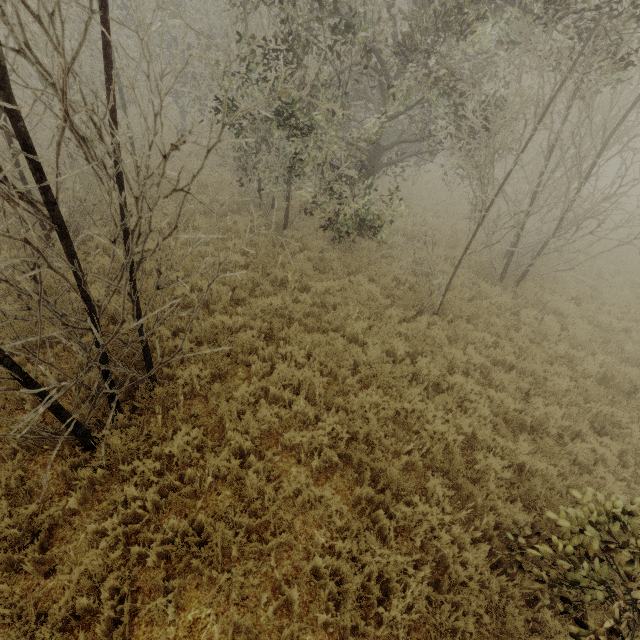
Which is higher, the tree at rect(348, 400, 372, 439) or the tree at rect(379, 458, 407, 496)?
the tree at rect(379, 458, 407, 496)

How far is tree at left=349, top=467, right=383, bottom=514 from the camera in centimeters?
448cm

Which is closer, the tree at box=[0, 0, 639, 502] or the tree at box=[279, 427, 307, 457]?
the tree at box=[0, 0, 639, 502]

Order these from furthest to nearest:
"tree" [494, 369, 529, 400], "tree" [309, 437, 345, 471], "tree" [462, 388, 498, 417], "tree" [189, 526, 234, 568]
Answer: "tree" [494, 369, 529, 400] < "tree" [462, 388, 498, 417] < "tree" [309, 437, 345, 471] < "tree" [189, 526, 234, 568]

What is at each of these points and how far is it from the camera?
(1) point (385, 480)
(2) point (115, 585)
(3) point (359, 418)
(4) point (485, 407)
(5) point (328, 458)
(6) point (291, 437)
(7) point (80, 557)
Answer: (1) tree, 4.7m
(2) tree, 3.3m
(3) tree, 5.6m
(4) tree, 6.0m
(5) tree, 5.0m
(6) tree, 5.0m
(7) tree, 3.7m

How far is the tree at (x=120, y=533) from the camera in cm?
358

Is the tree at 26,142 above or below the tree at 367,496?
above
